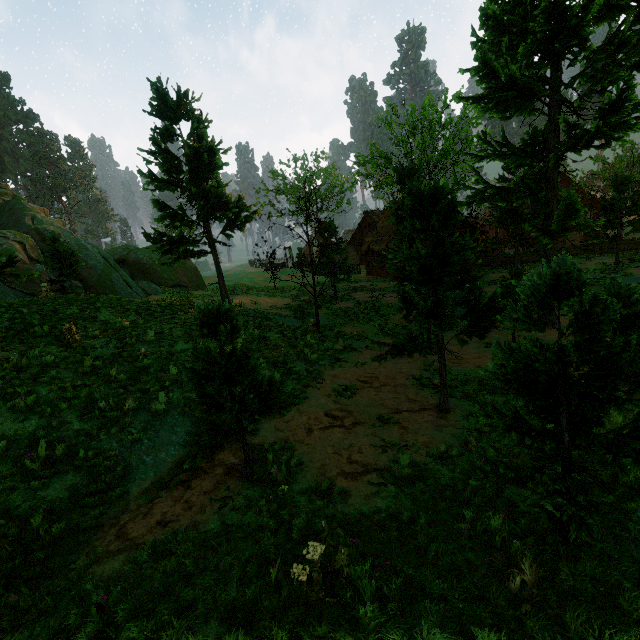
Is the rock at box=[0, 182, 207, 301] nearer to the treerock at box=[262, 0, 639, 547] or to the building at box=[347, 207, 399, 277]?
the treerock at box=[262, 0, 639, 547]

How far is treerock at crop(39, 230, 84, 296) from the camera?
17.5m

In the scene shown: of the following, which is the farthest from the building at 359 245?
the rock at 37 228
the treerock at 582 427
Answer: the rock at 37 228

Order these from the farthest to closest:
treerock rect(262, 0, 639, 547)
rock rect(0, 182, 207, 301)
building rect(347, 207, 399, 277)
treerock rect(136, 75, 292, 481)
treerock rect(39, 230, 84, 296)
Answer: building rect(347, 207, 399, 277), rock rect(0, 182, 207, 301), treerock rect(39, 230, 84, 296), treerock rect(136, 75, 292, 481), treerock rect(262, 0, 639, 547)

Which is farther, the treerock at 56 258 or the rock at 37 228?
the rock at 37 228

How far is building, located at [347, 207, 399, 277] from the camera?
32.64m

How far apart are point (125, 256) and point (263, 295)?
13.2 meters
